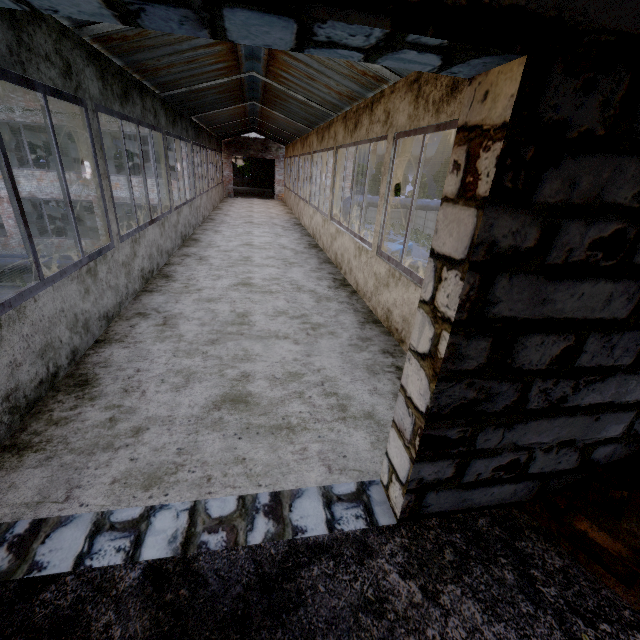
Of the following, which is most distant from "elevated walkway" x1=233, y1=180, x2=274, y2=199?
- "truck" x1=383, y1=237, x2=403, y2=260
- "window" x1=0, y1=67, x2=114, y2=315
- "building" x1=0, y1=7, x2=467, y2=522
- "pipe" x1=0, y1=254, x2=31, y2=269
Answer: "window" x1=0, y1=67, x2=114, y2=315

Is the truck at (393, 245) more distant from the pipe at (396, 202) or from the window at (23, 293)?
the window at (23, 293)

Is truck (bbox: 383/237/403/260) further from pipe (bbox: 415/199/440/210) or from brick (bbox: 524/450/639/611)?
brick (bbox: 524/450/639/611)

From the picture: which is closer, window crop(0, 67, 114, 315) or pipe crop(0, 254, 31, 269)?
window crop(0, 67, 114, 315)

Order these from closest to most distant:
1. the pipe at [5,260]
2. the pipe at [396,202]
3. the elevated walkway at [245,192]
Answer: the pipe at [5,260], the pipe at [396,202], the elevated walkway at [245,192]

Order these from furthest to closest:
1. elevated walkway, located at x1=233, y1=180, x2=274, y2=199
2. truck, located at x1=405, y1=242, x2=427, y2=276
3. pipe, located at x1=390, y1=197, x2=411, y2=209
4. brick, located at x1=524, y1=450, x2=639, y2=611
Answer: elevated walkway, located at x1=233, y1=180, x2=274, y2=199, pipe, located at x1=390, y1=197, x2=411, y2=209, truck, located at x1=405, y1=242, x2=427, y2=276, brick, located at x1=524, y1=450, x2=639, y2=611

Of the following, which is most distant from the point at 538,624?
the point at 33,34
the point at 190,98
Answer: the point at 190,98

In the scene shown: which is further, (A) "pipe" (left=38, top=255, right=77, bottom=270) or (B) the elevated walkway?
(B) the elevated walkway
